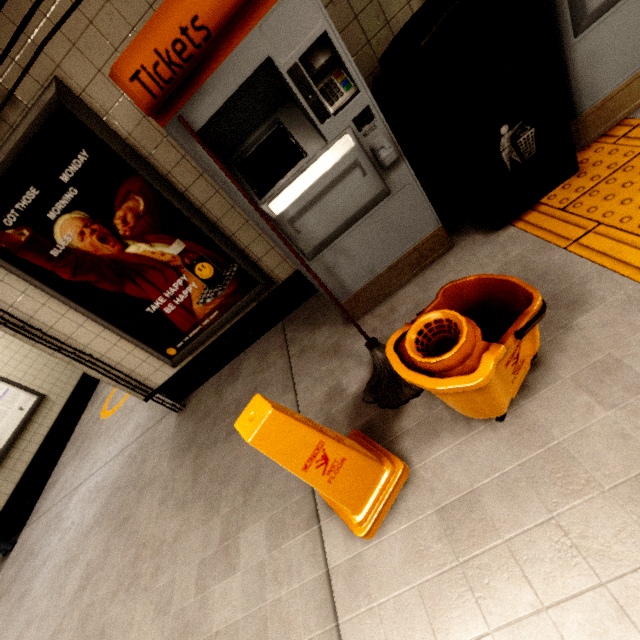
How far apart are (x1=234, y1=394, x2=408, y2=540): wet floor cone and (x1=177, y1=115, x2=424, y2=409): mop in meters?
0.2 m

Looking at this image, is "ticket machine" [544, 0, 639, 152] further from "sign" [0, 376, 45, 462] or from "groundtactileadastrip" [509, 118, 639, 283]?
"sign" [0, 376, 45, 462]

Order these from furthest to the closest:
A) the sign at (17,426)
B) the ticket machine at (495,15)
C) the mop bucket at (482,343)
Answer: the sign at (17,426) → the ticket machine at (495,15) → the mop bucket at (482,343)

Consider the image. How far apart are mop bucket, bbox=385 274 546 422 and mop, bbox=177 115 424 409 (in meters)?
0.16

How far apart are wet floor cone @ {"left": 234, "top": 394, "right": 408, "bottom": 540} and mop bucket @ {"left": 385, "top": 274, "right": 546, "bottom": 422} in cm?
37

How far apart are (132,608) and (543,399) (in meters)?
2.74

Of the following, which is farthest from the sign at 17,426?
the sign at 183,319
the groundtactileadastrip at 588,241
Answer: the groundtactileadastrip at 588,241

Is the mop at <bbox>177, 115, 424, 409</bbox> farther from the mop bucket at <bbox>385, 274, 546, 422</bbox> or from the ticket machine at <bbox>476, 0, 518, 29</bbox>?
the ticket machine at <bbox>476, 0, 518, 29</bbox>
